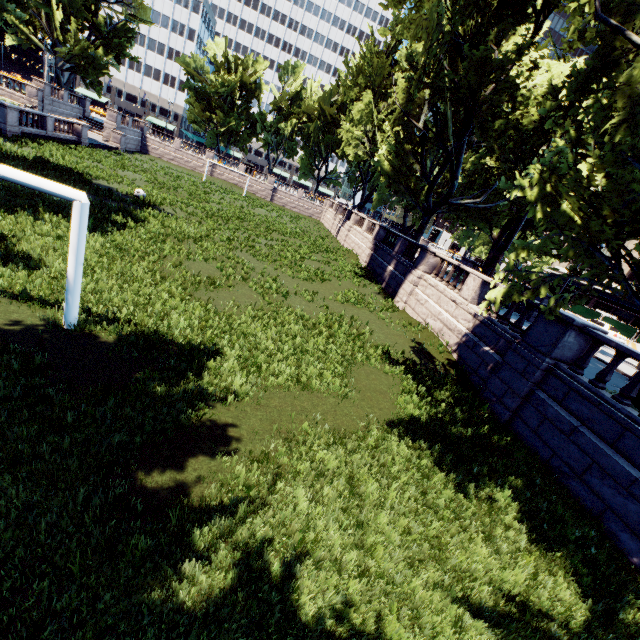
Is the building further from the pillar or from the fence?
the pillar

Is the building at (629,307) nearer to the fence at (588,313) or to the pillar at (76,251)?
the fence at (588,313)

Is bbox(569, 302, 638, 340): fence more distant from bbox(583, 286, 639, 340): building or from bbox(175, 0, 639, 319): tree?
bbox(175, 0, 639, 319): tree

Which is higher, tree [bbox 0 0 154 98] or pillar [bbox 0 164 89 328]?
tree [bbox 0 0 154 98]

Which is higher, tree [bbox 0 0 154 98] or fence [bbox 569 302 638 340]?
tree [bbox 0 0 154 98]

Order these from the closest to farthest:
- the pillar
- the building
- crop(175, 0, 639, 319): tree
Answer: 1. the pillar
2. crop(175, 0, 639, 319): tree
3. the building

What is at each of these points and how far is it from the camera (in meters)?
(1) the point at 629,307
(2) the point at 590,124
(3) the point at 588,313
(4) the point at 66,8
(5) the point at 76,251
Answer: (1) building, 46.75
(2) tree, 6.42
(3) fence, 37.25
(4) tree, 41.09
(5) pillar, 6.75

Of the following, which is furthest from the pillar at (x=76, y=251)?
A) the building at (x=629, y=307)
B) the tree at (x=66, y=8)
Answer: the building at (x=629, y=307)
